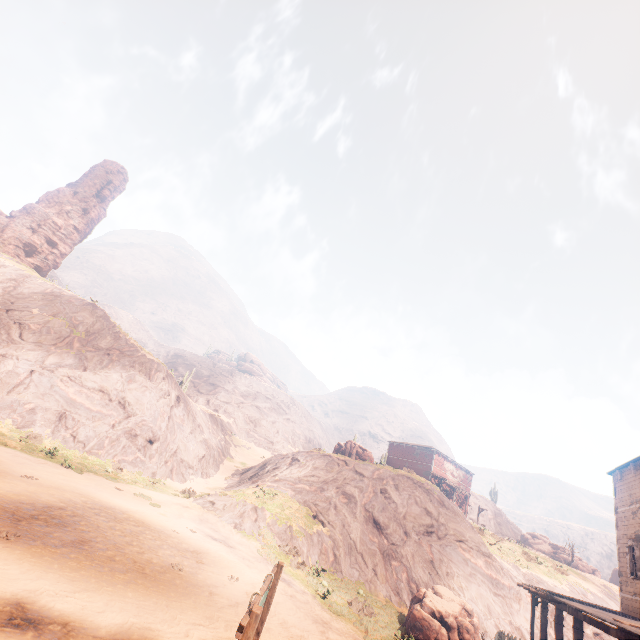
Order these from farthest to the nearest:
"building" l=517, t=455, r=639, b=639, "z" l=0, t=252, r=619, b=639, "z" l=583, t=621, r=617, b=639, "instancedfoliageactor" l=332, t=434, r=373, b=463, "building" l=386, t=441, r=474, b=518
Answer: "building" l=386, t=441, r=474, b=518
"instancedfoliageactor" l=332, t=434, r=373, b=463
"z" l=583, t=621, r=617, b=639
"building" l=517, t=455, r=639, b=639
"z" l=0, t=252, r=619, b=639

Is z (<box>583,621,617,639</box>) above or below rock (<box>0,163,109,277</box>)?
below

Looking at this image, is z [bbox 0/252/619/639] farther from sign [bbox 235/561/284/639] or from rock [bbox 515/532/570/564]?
rock [bbox 515/532/570/564]

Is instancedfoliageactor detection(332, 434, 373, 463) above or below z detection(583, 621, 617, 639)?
above

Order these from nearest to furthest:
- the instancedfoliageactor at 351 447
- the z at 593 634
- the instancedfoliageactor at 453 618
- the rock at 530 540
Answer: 1. the instancedfoliageactor at 453 618
2. the z at 593 634
3. the instancedfoliageactor at 351 447
4. the rock at 530 540

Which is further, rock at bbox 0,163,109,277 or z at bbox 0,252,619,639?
rock at bbox 0,163,109,277

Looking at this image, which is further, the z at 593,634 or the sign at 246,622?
the z at 593,634

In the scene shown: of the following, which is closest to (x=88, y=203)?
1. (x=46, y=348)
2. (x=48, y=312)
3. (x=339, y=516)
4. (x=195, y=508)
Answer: (x=48, y=312)
